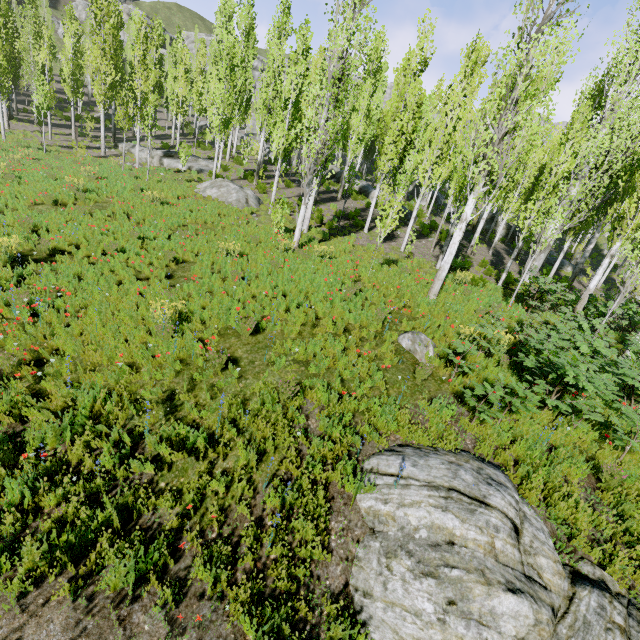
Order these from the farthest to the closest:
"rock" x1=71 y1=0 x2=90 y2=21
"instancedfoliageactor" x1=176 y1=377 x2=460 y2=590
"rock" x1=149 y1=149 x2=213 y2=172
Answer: →
1. "rock" x1=71 y1=0 x2=90 y2=21
2. "rock" x1=149 y1=149 x2=213 y2=172
3. "instancedfoliageactor" x1=176 y1=377 x2=460 y2=590

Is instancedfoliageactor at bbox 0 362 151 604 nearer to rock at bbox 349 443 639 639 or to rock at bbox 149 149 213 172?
rock at bbox 149 149 213 172

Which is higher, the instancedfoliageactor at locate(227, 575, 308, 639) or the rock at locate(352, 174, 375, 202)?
the rock at locate(352, 174, 375, 202)

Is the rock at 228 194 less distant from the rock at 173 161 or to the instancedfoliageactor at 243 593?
the instancedfoliageactor at 243 593

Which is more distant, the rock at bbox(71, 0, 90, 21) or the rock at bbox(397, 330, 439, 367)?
the rock at bbox(71, 0, 90, 21)

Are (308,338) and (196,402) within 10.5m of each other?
yes

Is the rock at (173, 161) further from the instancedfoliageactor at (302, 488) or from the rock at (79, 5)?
the rock at (79, 5)

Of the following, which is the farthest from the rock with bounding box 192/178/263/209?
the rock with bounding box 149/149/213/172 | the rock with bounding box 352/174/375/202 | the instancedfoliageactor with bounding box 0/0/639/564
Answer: the rock with bounding box 352/174/375/202
